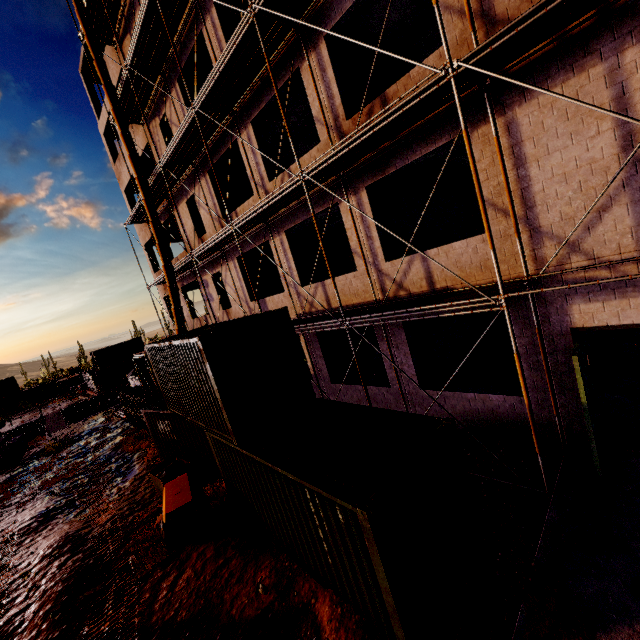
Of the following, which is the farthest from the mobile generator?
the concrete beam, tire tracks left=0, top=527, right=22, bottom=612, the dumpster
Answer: the concrete beam

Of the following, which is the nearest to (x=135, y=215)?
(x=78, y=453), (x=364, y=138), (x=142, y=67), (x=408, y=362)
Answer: (x=142, y=67)

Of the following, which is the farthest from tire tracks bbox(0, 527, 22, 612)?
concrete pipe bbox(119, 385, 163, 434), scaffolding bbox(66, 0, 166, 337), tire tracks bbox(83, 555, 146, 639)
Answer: concrete pipe bbox(119, 385, 163, 434)

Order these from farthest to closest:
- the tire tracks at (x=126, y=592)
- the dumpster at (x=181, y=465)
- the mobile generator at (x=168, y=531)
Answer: the dumpster at (x=181, y=465)
the mobile generator at (x=168, y=531)
the tire tracks at (x=126, y=592)

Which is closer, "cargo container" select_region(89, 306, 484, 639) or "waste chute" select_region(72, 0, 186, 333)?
"cargo container" select_region(89, 306, 484, 639)

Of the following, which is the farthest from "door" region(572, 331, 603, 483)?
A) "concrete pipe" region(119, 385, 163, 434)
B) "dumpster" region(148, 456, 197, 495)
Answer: "concrete pipe" region(119, 385, 163, 434)

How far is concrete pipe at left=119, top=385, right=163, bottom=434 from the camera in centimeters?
1723cm

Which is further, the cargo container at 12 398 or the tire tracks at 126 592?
the cargo container at 12 398
